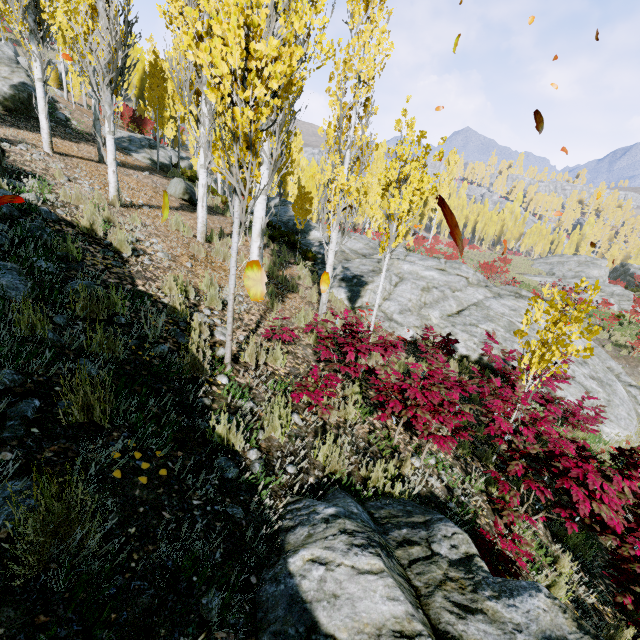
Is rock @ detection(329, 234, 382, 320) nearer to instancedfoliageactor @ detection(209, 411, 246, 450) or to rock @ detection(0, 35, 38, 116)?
instancedfoliageactor @ detection(209, 411, 246, 450)

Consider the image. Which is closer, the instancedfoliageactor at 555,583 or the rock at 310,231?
the instancedfoliageactor at 555,583

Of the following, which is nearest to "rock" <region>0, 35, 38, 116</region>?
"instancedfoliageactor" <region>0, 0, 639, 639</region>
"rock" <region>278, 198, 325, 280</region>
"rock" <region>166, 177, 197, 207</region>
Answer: "instancedfoliageactor" <region>0, 0, 639, 639</region>

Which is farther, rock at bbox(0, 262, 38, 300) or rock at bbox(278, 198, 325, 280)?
rock at bbox(278, 198, 325, 280)

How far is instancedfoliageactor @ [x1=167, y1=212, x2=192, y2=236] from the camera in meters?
8.5 m

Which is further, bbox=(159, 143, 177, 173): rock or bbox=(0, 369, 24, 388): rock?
bbox=(159, 143, 177, 173): rock

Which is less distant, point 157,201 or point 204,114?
point 204,114

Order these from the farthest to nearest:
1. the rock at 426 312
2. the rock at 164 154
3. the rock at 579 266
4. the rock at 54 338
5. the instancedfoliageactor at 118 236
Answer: the rock at 579 266
the rock at 164 154
the rock at 426 312
the instancedfoliageactor at 118 236
the rock at 54 338
